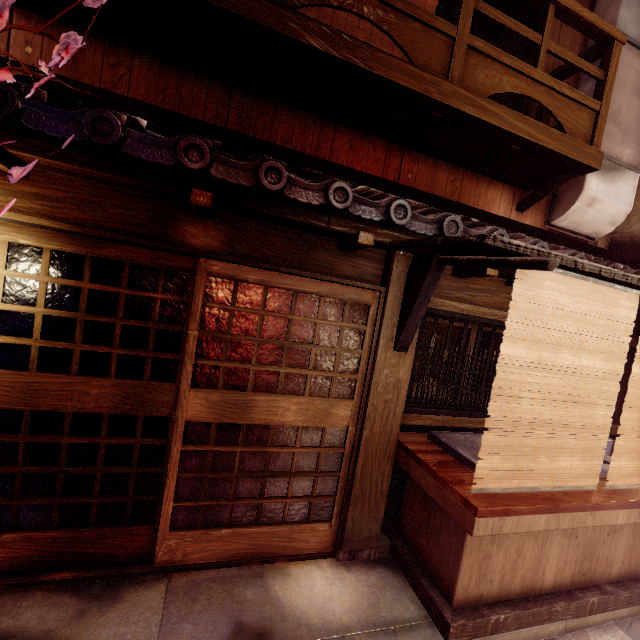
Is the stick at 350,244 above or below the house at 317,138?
below

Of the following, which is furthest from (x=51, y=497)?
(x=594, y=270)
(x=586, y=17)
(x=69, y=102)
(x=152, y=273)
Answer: (x=586, y=17)

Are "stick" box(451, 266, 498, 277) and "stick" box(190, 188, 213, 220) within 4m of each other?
no

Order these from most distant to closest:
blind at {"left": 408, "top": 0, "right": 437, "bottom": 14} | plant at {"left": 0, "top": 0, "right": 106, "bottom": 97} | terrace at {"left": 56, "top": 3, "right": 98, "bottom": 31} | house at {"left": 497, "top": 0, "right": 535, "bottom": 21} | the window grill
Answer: house at {"left": 497, "top": 0, "right": 535, "bottom": 21}, blind at {"left": 408, "top": 0, "right": 437, "bottom": 14}, the window grill, terrace at {"left": 56, "top": 3, "right": 98, "bottom": 31}, plant at {"left": 0, "top": 0, "right": 106, "bottom": 97}

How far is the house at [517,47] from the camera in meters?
9.3 m

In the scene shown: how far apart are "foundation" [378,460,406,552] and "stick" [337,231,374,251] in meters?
4.1 m

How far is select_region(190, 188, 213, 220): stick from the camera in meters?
4.1

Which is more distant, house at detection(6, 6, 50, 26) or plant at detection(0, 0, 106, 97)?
house at detection(6, 6, 50, 26)
